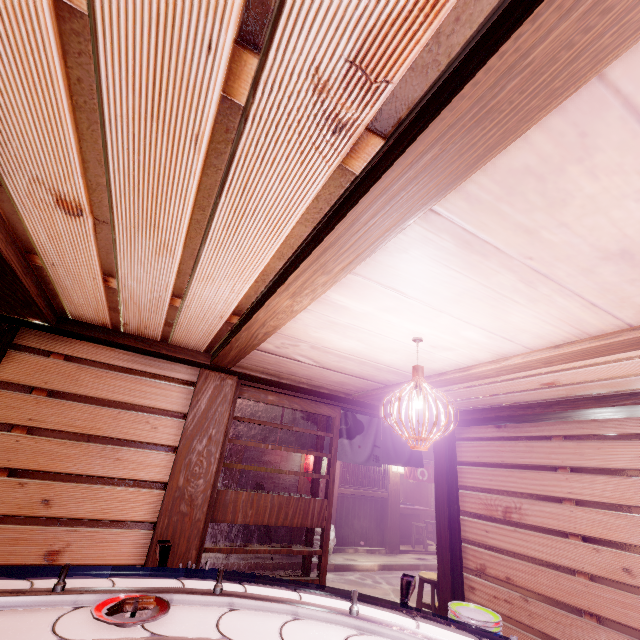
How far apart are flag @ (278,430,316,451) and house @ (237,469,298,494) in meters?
8.5 m

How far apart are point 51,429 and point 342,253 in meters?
5.7

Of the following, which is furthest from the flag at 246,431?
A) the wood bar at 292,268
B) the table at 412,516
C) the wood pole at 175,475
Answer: the table at 412,516

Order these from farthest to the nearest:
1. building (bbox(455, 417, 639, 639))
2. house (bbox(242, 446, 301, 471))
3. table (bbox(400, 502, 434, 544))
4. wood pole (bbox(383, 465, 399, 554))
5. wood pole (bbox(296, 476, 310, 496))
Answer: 1. table (bbox(400, 502, 434, 544))
2. wood pole (bbox(383, 465, 399, 554))
3. wood pole (bbox(296, 476, 310, 496))
4. house (bbox(242, 446, 301, 471))
5. building (bbox(455, 417, 639, 639))

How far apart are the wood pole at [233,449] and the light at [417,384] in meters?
13.3

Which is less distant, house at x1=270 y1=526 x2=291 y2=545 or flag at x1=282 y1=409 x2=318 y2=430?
flag at x1=282 y1=409 x2=318 y2=430

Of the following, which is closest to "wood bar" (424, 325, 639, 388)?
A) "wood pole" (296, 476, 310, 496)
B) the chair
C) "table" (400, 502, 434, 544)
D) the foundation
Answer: the chair

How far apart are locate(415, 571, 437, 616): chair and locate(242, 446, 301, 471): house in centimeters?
796cm
